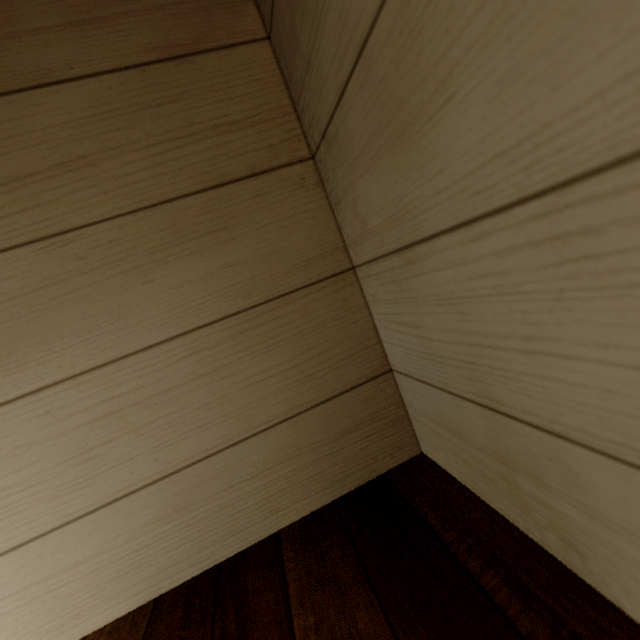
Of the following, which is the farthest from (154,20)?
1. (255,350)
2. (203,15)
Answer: (255,350)
